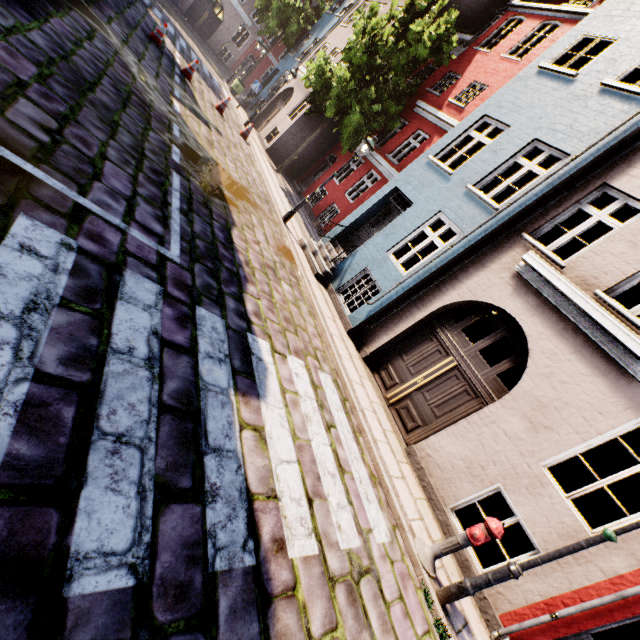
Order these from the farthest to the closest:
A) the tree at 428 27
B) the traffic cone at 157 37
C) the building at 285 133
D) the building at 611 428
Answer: the building at 285 133 < the tree at 428 27 < the traffic cone at 157 37 < the building at 611 428

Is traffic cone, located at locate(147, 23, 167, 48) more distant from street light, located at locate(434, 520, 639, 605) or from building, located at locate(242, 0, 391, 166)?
street light, located at locate(434, 520, 639, 605)

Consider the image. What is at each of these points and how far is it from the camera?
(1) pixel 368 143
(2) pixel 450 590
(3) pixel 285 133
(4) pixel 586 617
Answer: (1) street light, 9.6 meters
(2) street light, 4.2 meters
(3) building, 17.6 meters
(4) building, 4.5 meters

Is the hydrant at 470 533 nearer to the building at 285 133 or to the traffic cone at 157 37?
the building at 285 133

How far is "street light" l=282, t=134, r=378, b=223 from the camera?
9.62m

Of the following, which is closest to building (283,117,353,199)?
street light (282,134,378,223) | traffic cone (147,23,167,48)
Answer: street light (282,134,378,223)

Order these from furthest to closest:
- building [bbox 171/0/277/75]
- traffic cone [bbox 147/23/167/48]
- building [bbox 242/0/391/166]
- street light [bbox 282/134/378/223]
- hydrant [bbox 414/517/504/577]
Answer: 1. building [bbox 171/0/277/75]
2. building [bbox 242/0/391/166]
3. traffic cone [bbox 147/23/167/48]
4. street light [bbox 282/134/378/223]
5. hydrant [bbox 414/517/504/577]

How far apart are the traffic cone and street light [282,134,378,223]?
8.13m
